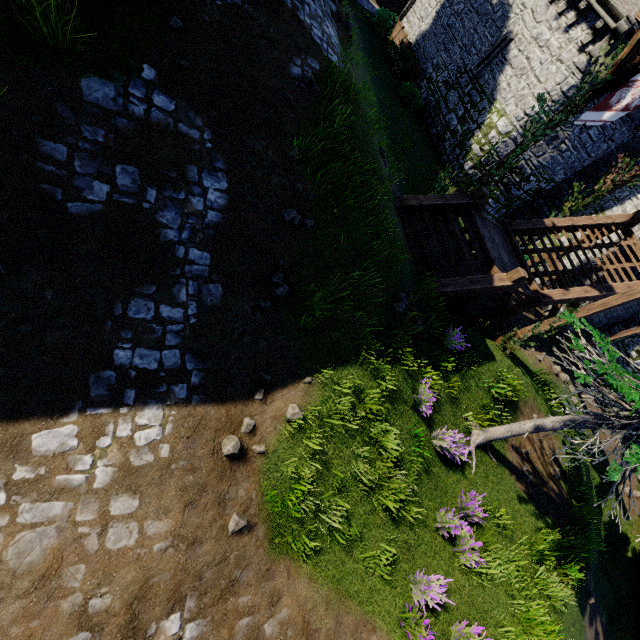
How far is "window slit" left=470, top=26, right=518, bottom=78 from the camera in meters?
16.7

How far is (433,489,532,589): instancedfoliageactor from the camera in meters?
6.3 m

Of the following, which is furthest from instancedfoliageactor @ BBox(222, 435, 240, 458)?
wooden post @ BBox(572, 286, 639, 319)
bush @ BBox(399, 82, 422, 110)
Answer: bush @ BBox(399, 82, 422, 110)

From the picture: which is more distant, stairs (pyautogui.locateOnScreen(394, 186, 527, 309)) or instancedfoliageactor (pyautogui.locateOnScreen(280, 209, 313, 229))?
stairs (pyautogui.locateOnScreen(394, 186, 527, 309))

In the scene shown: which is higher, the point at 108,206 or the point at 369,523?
the point at 108,206

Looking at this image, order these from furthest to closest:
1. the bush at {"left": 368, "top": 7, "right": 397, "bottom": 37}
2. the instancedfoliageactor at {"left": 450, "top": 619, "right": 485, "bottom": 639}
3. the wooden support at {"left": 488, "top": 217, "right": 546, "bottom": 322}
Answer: the bush at {"left": 368, "top": 7, "right": 397, "bottom": 37} → the wooden support at {"left": 488, "top": 217, "right": 546, "bottom": 322} → the instancedfoliageactor at {"left": 450, "top": 619, "right": 485, "bottom": 639}

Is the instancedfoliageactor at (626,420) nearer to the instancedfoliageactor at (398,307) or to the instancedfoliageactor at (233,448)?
the instancedfoliageactor at (398,307)

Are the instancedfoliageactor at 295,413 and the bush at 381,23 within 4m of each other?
no
